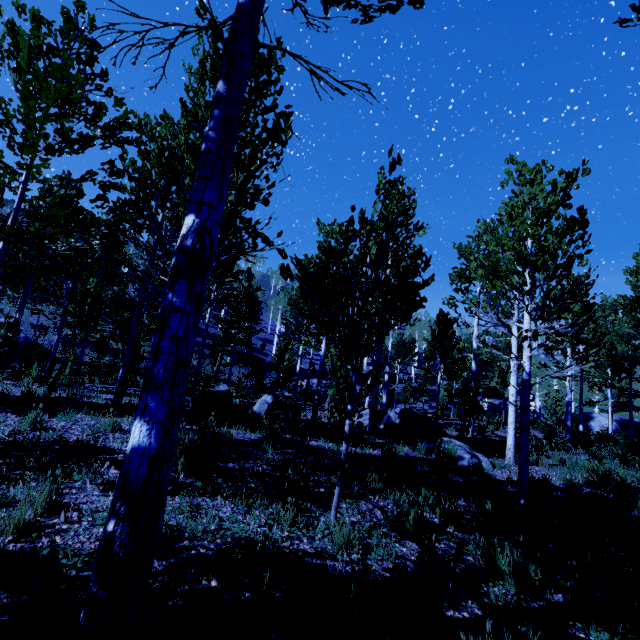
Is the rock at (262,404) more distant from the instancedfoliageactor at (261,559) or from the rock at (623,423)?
the rock at (623,423)

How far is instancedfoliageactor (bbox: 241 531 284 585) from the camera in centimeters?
293cm

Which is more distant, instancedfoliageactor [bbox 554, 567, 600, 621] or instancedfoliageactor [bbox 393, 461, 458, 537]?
instancedfoliageactor [bbox 393, 461, 458, 537]

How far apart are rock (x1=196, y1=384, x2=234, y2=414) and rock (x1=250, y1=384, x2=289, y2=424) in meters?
0.5

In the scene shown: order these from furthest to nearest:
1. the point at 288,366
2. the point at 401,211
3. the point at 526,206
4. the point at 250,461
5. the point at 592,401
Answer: the point at 592,401 → the point at 288,366 → the point at 401,211 → the point at 526,206 → the point at 250,461

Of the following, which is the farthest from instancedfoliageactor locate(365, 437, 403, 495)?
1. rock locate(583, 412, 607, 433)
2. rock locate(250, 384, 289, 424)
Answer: rock locate(583, 412, 607, 433)

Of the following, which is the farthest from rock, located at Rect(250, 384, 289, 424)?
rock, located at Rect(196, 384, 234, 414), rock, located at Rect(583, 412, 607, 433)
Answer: rock, located at Rect(583, 412, 607, 433)
